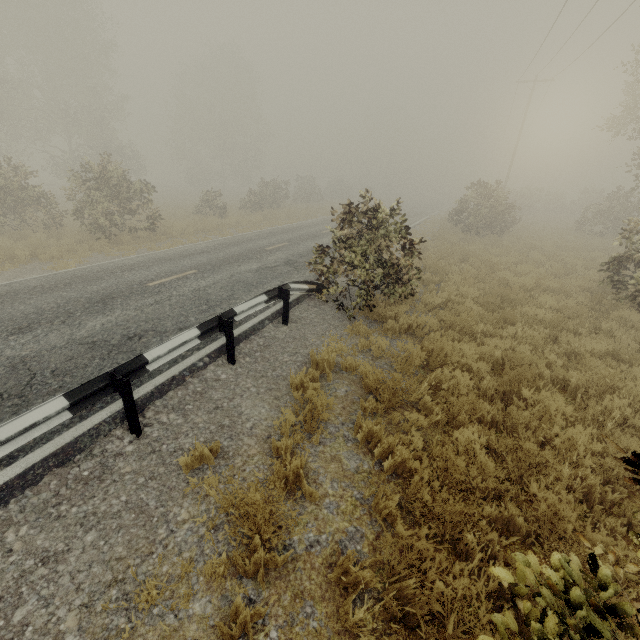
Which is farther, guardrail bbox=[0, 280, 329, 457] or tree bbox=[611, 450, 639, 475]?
guardrail bbox=[0, 280, 329, 457]

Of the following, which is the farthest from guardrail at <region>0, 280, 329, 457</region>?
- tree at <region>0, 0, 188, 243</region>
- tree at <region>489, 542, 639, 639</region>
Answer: tree at <region>489, 542, 639, 639</region>

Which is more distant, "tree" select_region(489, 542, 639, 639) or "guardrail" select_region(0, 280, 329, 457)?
"guardrail" select_region(0, 280, 329, 457)

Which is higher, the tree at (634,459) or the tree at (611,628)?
the tree at (634,459)

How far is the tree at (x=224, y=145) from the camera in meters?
28.7

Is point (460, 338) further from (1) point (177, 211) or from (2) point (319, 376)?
(1) point (177, 211)

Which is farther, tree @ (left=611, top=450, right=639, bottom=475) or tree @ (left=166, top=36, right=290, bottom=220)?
tree @ (left=166, top=36, right=290, bottom=220)

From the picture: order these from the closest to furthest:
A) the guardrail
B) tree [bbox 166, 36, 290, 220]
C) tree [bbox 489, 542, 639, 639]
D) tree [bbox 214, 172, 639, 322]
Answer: tree [bbox 489, 542, 639, 639]
the guardrail
tree [bbox 214, 172, 639, 322]
tree [bbox 166, 36, 290, 220]
